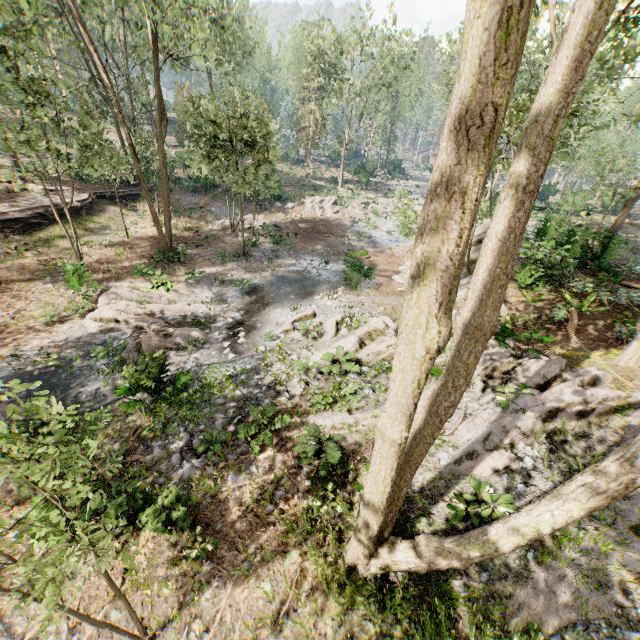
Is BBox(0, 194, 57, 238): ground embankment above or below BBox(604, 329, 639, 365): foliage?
below

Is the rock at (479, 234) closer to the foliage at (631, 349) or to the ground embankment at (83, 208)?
the foliage at (631, 349)

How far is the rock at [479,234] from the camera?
19.4 meters

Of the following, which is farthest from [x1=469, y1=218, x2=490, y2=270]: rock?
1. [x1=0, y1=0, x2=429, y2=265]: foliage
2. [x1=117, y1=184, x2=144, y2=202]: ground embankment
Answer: [x1=117, y1=184, x2=144, y2=202]: ground embankment

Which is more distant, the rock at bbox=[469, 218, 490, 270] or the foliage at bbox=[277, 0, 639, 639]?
the rock at bbox=[469, 218, 490, 270]

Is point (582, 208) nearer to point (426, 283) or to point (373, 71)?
point (373, 71)
